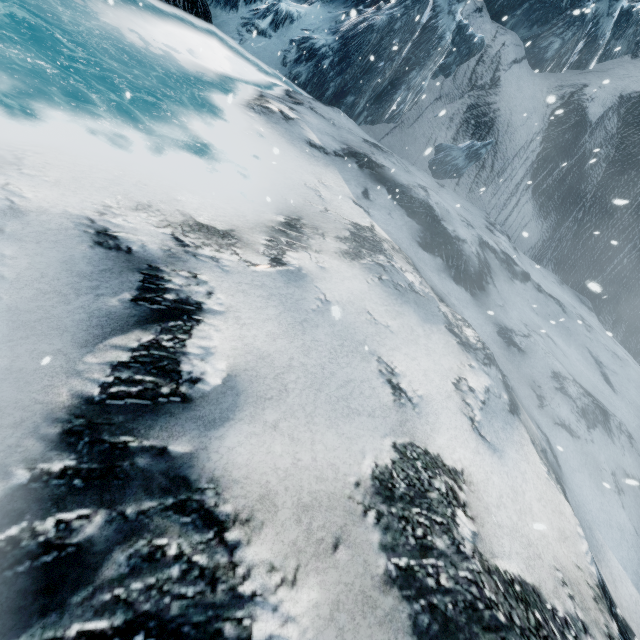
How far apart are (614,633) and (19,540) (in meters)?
3.55
